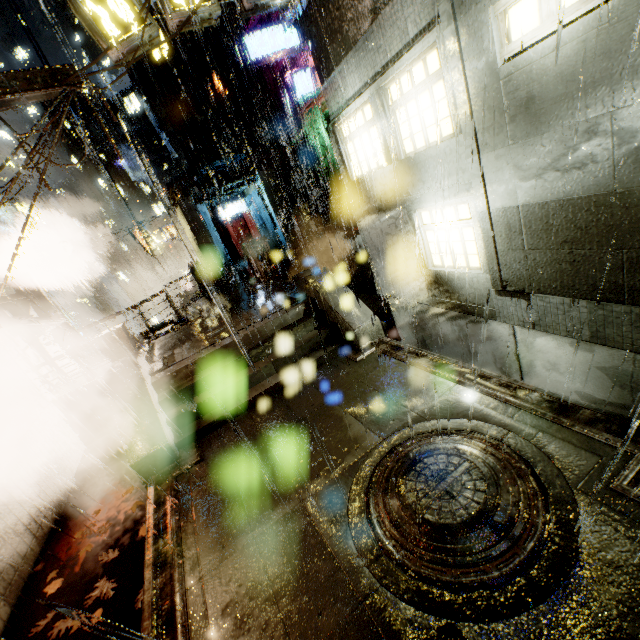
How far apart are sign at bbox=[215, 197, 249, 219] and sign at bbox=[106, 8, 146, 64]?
19.0 meters

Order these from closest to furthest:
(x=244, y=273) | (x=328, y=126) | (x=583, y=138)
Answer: (x=583, y=138) → (x=328, y=126) → (x=244, y=273)

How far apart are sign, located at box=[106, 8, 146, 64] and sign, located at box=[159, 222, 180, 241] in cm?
1989

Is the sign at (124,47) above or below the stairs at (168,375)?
above

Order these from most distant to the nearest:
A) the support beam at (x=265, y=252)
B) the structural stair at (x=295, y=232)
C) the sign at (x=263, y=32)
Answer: the sign at (x=263, y=32), the structural stair at (x=295, y=232), the support beam at (x=265, y=252)

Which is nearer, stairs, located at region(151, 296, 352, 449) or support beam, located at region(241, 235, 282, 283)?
stairs, located at region(151, 296, 352, 449)

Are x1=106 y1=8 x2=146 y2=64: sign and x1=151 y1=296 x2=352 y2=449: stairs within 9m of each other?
yes

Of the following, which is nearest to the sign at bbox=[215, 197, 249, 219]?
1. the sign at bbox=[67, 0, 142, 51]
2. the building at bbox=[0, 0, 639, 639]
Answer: the building at bbox=[0, 0, 639, 639]
